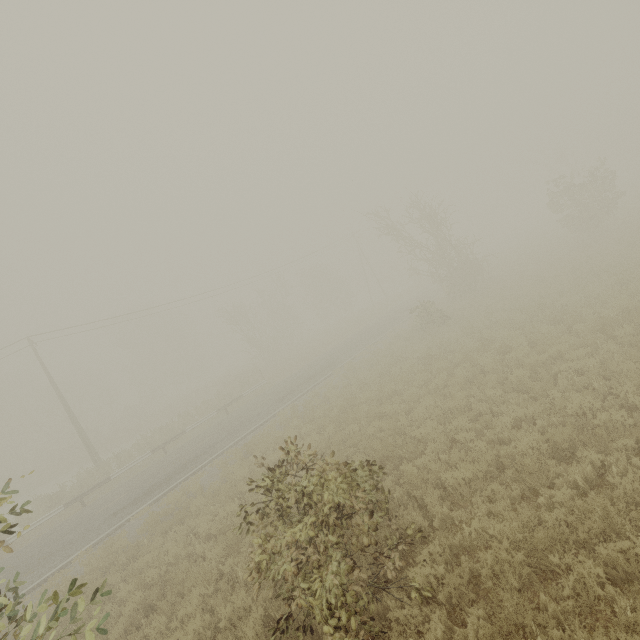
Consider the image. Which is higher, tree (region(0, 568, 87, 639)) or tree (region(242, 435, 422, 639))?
tree (region(0, 568, 87, 639))

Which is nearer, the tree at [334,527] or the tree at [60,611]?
the tree at [60,611]

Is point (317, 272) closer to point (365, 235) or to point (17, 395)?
point (365, 235)

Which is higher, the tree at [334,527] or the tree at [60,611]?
the tree at [60,611]

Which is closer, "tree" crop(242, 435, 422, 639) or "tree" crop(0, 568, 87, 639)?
"tree" crop(0, 568, 87, 639)
